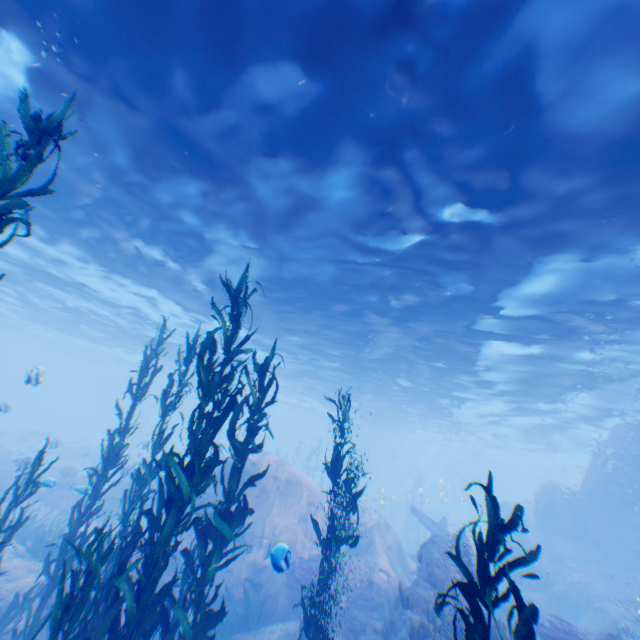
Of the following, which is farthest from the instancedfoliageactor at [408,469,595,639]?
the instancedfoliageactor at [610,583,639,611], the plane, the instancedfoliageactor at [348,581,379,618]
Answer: the instancedfoliageactor at [610,583,639,611]

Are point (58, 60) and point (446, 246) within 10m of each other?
no

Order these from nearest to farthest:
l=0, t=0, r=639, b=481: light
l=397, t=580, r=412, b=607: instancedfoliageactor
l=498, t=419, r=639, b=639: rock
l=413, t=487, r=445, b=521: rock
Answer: l=0, t=0, r=639, b=481: light → l=397, t=580, r=412, b=607: instancedfoliageactor → l=498, t=419, r=639, b=639: rock → l=413, t=487, r=445, b=521: rock

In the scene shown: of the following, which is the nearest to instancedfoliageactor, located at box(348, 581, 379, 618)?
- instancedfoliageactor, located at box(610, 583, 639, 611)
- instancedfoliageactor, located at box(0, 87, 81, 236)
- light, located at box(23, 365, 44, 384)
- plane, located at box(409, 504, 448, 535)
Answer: instancedfoliageactor, located at box(0, 87, 81, 236)

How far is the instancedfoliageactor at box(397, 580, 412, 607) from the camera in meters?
9.4

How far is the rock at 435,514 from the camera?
47.8 meters

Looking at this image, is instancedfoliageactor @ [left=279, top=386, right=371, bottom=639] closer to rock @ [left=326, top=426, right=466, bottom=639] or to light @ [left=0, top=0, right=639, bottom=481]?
rock @ [left=326, top=426, right=466, bottom=639]

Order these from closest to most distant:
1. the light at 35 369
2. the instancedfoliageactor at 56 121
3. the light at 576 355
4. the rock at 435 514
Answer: the instancedfoliageactor at 56 121, the light at 576 355, the light at 35 369, the rock at 435 514
